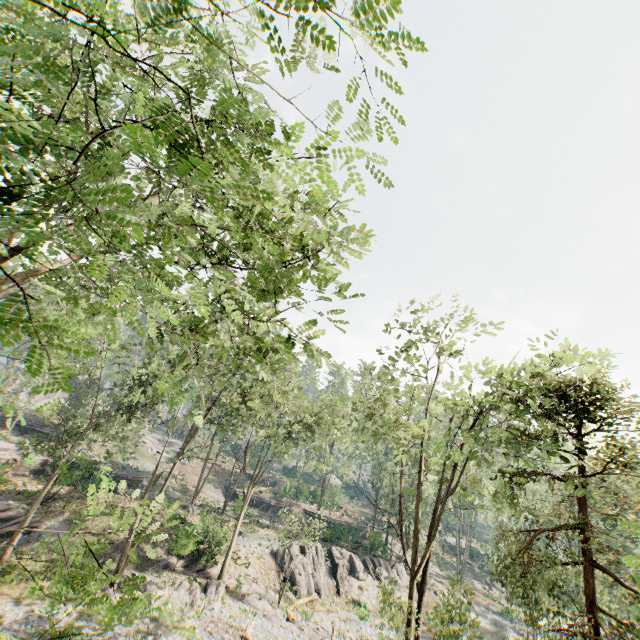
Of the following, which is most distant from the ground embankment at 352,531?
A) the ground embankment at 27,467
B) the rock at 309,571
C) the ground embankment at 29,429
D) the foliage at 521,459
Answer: the ground embankment at 29,429

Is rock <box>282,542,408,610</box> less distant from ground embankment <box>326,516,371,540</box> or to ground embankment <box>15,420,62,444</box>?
ground embankment <box>326,516,371,540</box>

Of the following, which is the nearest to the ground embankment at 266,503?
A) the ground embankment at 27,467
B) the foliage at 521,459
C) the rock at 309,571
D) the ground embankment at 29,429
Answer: the ground embankment at 27,467

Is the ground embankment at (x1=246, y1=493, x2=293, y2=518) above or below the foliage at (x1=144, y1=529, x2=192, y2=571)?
above

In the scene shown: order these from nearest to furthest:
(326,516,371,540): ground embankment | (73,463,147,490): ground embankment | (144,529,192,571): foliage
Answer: (144,529,192,571): foliage → (73,463,147,490): ground embankment → (326,516,371,540): ground embankment

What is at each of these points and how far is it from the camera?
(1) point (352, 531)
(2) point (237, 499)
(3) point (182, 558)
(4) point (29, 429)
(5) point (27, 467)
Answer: (1) ground embankment, 49.4m
(2) ground embankment, 34.5m
(3) foliage, 25.8m
(4) ground embankment, 41.9m
(5) ground embankment, 32.7m

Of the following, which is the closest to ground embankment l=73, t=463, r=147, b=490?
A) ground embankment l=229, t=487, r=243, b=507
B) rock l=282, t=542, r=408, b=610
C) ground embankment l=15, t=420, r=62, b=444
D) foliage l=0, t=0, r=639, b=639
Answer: → ground embankment l=229, t=487, r=243, b=507

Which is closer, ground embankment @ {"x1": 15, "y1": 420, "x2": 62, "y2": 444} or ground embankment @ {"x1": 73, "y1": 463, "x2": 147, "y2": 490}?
ground embankment @ {"x1": 73, "y1": 463, "x2": 147, "y2": 490}
